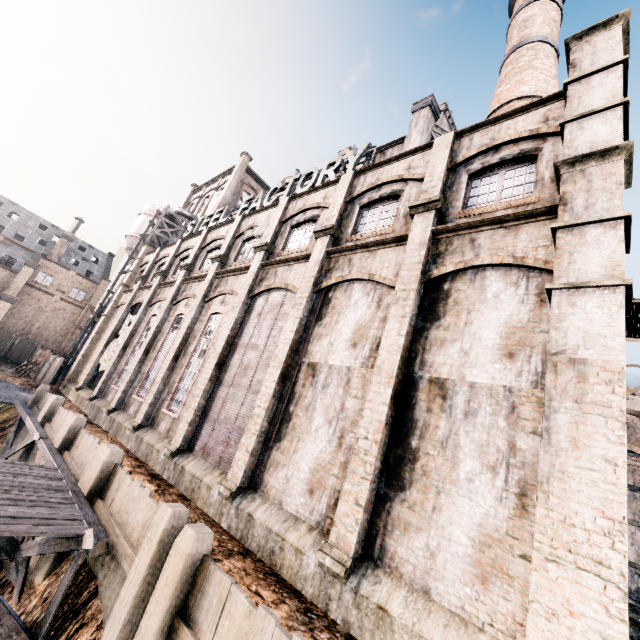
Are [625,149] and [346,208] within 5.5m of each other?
no

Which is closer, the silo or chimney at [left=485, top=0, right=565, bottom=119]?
chimney at [left=485, top=0, right=565, bottom=119]

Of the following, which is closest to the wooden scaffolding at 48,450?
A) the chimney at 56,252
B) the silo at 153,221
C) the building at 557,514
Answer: the building at 557,514

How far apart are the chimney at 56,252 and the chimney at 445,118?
52.7m

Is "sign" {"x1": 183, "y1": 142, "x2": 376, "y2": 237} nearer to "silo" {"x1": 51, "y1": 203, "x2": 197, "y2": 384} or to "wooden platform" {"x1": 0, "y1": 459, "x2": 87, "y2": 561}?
"wooden platform" {"x1": 0, "y1": 459, "x2": 87, "y2": 561}

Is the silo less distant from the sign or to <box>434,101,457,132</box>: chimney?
the sign

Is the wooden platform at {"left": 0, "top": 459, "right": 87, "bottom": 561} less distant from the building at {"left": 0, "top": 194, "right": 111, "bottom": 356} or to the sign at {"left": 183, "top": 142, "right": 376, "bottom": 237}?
the building at {"left": 0, "top": 194, "right": 111, "bottom": 356}

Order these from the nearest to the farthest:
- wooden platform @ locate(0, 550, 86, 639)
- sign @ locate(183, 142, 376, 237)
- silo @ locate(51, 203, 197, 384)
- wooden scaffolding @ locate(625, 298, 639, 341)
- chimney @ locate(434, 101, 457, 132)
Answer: wooden platform @ locate(0, 550, 86, 639)
sign @ locate(183, 142, 376, 237)
chimney @ locate(434, 101, 457, 132)
wooden scaffolding @ locate(625, 298, 639, 341)
silo @ locate(51, 203, 197, 384)
